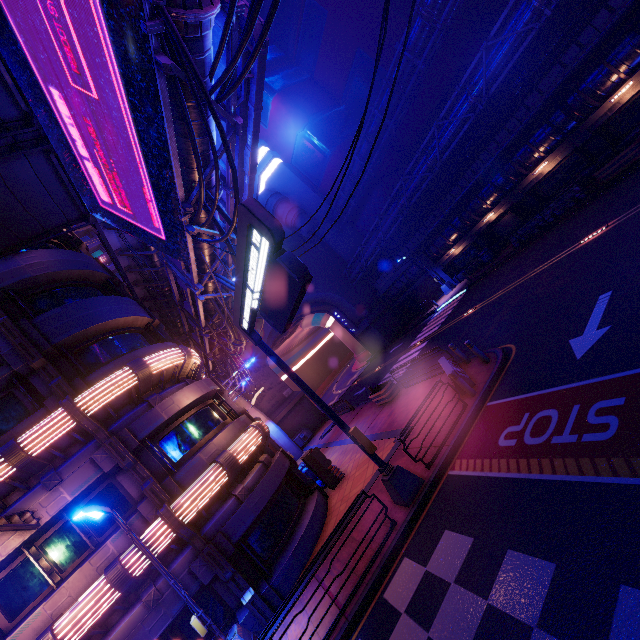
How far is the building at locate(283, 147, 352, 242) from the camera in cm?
3919

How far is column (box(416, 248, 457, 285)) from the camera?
32.9m

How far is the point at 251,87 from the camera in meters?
8.4

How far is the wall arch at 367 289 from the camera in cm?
4066

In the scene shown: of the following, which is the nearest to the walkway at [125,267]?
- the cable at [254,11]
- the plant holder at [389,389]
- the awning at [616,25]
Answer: the cable at [254,11]

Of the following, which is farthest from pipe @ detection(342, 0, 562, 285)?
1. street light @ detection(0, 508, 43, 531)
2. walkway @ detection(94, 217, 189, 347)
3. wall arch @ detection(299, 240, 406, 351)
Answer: street light @ detection(0, 508, 43, 531)

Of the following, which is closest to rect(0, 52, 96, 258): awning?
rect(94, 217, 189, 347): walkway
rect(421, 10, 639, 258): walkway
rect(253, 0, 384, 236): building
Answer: rect(94, 217, 189, 347): walkway

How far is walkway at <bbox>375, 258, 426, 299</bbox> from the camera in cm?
3557
